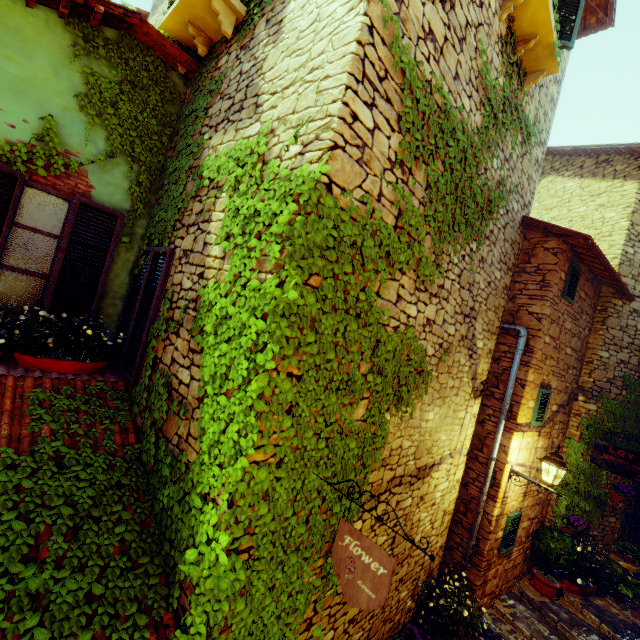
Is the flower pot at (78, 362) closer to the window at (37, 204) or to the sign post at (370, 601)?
the window at (37, 204)

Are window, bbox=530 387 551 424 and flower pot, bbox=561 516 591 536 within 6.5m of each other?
yes

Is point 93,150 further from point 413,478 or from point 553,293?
point 553,293

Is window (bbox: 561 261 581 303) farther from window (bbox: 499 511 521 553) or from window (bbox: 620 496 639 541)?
window (bbox: 620 496 639 541)

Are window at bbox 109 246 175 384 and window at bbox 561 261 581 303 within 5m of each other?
no

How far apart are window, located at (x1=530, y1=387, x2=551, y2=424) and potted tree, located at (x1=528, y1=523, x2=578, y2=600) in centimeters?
249cm

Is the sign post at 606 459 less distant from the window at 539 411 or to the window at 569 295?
the window at 539 411

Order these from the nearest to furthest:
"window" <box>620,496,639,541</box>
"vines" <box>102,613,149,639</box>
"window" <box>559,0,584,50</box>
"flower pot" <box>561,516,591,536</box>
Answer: "vines" <box>102,613,149,639</box>, "window" <box>559,0,584,50</box>, "flower pot" <box>561,516,591,536</box>, "window" <box>620,496,639,541</box>
